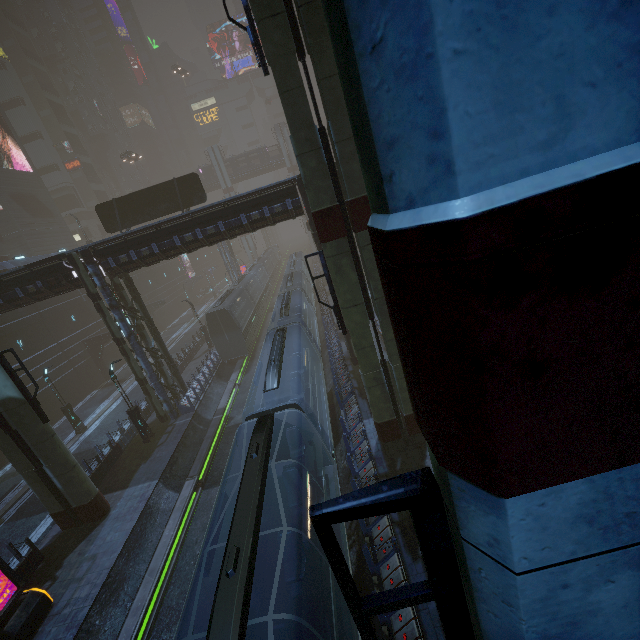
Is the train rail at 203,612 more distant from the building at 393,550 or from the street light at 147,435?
the street light at 147,435

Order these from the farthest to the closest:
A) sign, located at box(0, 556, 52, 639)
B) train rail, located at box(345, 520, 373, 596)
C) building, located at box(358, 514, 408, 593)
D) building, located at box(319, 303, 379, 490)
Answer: building, located at box(319, 303, 379, 490) → sign, located at box(0, 556, 52, 639) → train rail, located at box(345, 520, 373, 596) → building, located at box(358, 514, 408, 593)

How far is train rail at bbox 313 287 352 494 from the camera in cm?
1380

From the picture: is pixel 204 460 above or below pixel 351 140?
below

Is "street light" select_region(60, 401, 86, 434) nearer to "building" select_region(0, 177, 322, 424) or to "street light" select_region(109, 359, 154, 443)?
"building" select_region(0, 177, 322, 424)

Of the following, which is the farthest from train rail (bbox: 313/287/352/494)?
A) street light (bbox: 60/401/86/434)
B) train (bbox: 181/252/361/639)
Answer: street light (bbox: 60/401/86/434)

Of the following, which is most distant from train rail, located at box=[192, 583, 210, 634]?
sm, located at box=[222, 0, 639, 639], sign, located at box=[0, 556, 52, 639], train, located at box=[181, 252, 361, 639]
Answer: sign, located at box=[0, 556, 52, 639]

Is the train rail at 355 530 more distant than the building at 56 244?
No
